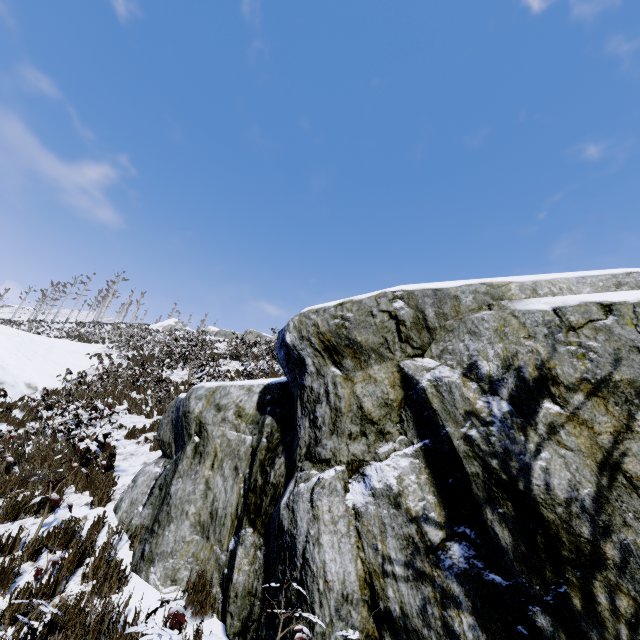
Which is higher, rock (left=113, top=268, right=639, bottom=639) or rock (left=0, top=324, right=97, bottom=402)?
rock (left=0, top=324, right=97, bottom=402)

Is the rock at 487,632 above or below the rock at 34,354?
below

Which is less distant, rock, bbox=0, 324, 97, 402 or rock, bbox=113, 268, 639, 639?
rock, bbox=113, 268, 639, 639

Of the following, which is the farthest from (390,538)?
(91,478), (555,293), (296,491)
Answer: (91,478)

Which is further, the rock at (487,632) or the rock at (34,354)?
the rock at (34,354)
